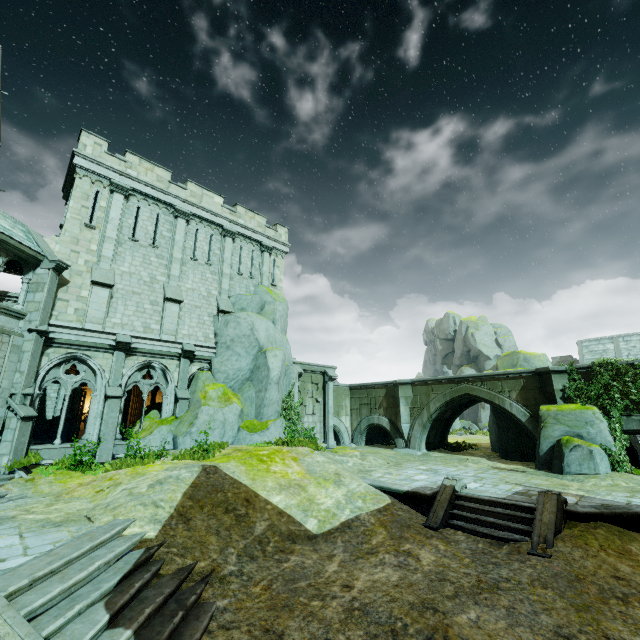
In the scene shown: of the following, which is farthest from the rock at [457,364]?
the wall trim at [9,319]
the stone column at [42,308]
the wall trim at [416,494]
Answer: the wall trim at [416,494]

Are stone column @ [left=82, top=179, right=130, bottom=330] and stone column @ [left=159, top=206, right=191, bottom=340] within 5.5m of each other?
yes

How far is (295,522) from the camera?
9.8 meters

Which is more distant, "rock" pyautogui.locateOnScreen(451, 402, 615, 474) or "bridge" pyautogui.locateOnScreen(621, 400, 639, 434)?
"bridge" pyautogui.locateOnScreen(621, 400, 639, 434)

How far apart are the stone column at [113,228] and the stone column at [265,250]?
8.65m

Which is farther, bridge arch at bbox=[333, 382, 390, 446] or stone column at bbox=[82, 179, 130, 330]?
bridge arch at bbox=[333, 382, 390, 446]

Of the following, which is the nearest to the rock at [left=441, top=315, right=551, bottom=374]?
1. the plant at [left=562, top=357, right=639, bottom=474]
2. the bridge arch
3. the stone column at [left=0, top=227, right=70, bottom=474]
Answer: the bridge arch

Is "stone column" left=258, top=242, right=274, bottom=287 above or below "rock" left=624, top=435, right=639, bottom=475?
above
